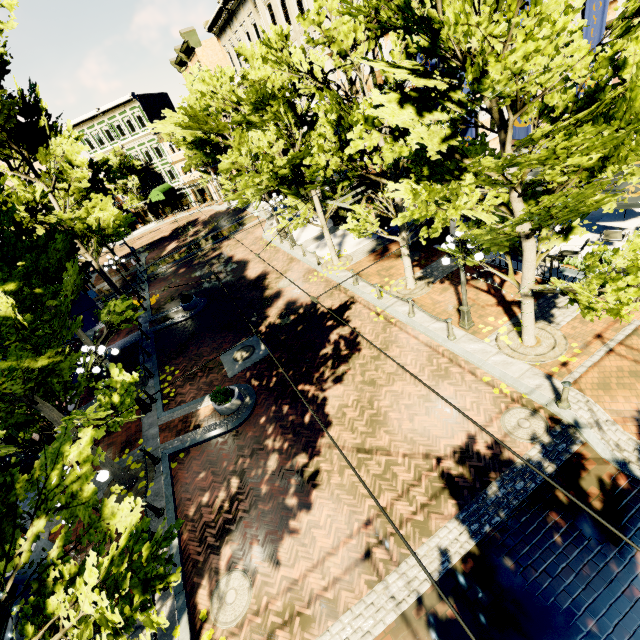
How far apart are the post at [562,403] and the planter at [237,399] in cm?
957

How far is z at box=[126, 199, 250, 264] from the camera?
33.9 meters

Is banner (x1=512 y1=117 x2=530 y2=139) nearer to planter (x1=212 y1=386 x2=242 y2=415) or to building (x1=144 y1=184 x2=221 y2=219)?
building (x1=144 y1=184 x2=221 y2=219)

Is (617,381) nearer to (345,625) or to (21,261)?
(345,625)

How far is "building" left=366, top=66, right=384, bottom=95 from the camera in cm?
1358

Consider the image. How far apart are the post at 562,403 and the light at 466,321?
3.50m

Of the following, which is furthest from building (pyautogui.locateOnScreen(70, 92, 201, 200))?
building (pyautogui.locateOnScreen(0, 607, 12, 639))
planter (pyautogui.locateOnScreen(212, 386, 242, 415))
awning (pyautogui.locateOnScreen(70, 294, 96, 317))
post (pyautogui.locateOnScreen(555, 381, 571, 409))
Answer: building (pyautogui.locateOnScreen(0, 607, 12, 639))
